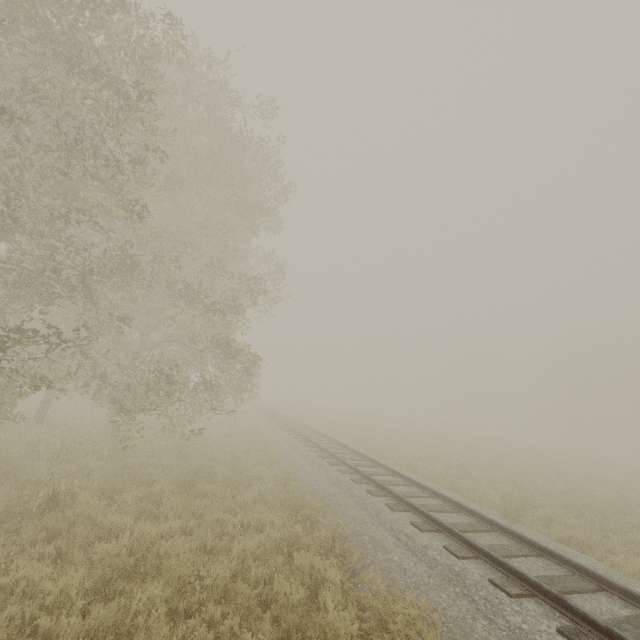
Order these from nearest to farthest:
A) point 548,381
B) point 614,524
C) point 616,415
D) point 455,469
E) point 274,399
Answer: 1. point 614,524
2. point 455,469
3. point 616,415
4. point 548,381
5. point 274,399
